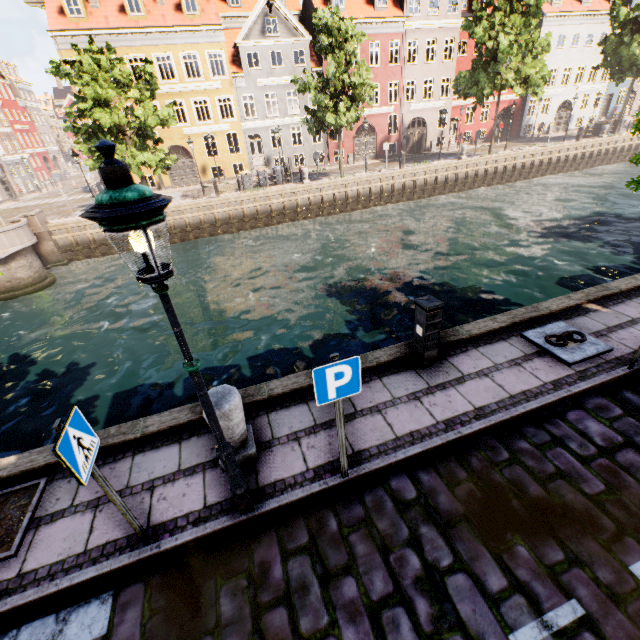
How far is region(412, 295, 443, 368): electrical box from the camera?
5.07m

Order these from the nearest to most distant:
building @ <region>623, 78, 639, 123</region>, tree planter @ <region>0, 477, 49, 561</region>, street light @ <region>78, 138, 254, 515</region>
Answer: street light @ <region>78, 138, 254, 515</region> → tree planter @ <region>0, 477, 49, 561</region> → building @ <region>623, 78, 639, 123</region>

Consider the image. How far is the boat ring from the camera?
5.5 meters

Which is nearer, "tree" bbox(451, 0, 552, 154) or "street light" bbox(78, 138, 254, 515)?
"street light" bbox(78, 138, 254, 515)

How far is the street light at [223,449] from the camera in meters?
1.9

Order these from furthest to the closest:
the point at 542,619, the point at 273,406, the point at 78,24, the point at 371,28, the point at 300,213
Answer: the point at 371,28 → the point at 300,213 → the point at 78,24 → the point at 273,406 → the point at 542,619

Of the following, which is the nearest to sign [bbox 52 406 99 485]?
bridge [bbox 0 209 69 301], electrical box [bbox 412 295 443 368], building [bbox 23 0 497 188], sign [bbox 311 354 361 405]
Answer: sign [bbox 311 354 361 405]

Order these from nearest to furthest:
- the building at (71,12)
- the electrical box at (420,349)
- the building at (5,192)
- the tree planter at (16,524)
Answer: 1. the tree planter at (16,524)
2. the electrical box at (420,349)
3. the building at (71,12)
4. the building at (5,192)
